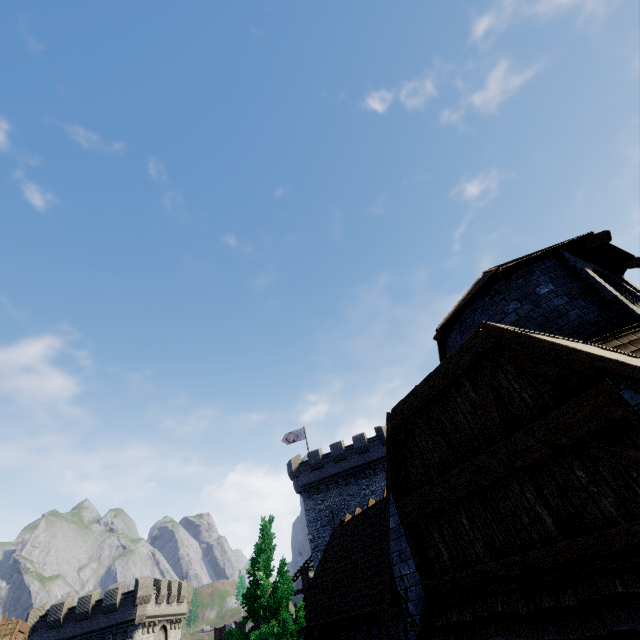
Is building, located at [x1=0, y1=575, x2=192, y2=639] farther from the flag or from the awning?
the awning

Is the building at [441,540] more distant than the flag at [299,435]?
No

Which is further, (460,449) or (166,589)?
(166,589)

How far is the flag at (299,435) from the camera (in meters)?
37.00

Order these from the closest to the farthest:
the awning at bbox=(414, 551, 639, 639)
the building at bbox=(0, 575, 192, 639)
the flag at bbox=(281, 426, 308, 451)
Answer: the awning at bbox=(414, 551, 639, 639), the building at bbox=(0, 575, 192, 639), the flag at bbox=(281, 426, 308, 451)

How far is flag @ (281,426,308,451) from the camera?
37.0m

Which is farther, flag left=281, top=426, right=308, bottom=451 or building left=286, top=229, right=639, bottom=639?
flag left=281, top=426, right=308, bottom=451

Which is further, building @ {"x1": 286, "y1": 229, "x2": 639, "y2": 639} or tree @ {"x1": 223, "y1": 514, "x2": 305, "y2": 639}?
tree @ {"x1": 223, "y1": 514, "x2": 305, "y2": 639}
